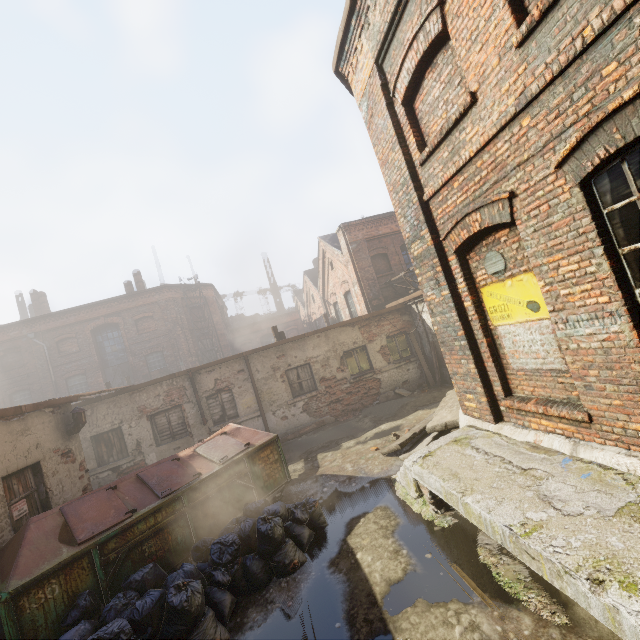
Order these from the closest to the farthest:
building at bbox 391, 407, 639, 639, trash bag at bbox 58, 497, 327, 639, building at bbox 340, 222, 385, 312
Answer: building at bbox 391, 407, 639, 639 < trash bag at bbox 58, 497, 327, 639 < building at bbox 340, 222, 385, 312

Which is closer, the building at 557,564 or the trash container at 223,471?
the building at 557,564

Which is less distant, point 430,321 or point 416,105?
point 416,105

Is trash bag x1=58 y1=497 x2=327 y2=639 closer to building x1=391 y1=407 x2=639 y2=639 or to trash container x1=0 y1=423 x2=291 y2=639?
trash container x1=0 y1=423 x2=291 y2=639

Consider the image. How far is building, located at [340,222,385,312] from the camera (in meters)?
15.60

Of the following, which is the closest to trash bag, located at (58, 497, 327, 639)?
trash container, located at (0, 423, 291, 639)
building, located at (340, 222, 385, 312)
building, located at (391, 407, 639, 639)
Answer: trash container, located at (0, 423, 291, 639)

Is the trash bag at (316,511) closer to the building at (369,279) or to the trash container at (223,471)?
the trash container at (223,471)
